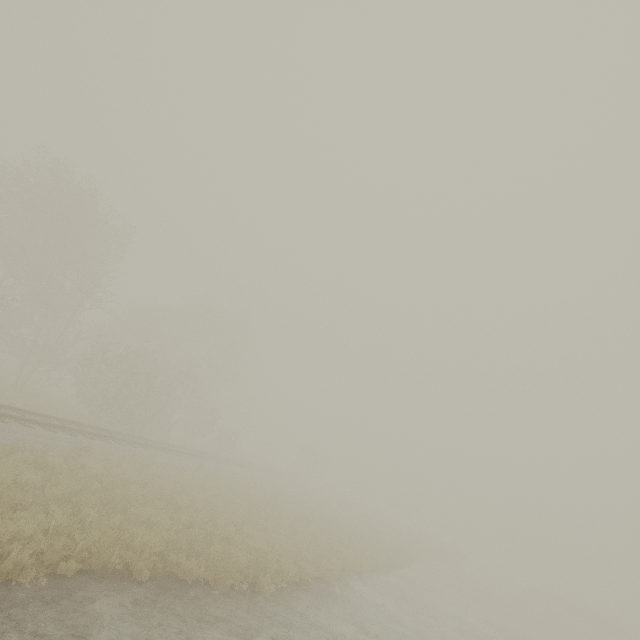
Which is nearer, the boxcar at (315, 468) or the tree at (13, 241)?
the tree at (13, 241)

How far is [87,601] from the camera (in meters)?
5.85

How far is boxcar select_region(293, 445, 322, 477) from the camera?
54.82m

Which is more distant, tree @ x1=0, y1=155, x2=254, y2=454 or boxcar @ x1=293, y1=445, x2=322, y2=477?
boxcar @ x1=293, y1=445, x2=322, y2=477

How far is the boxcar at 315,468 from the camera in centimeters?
5482cm
